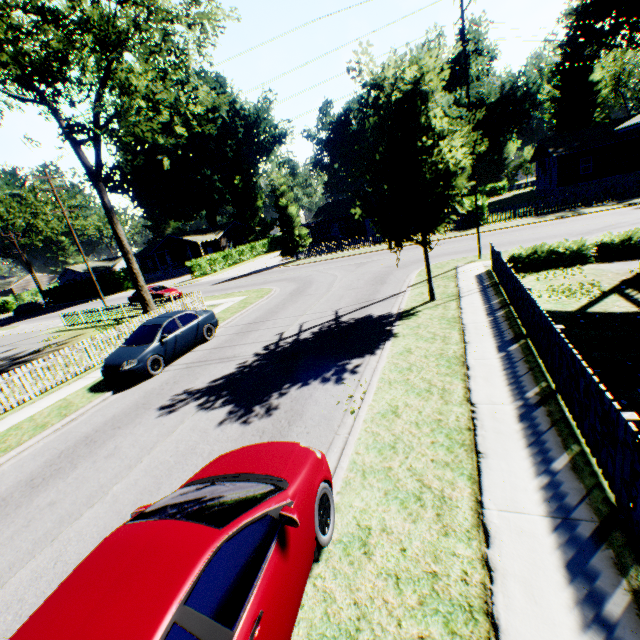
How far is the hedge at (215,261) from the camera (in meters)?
41.31

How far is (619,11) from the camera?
43.62m

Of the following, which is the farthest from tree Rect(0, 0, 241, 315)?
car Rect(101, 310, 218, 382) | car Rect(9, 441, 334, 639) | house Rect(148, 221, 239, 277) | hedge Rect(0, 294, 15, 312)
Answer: hedge Rect(0, 294, 15, 312)

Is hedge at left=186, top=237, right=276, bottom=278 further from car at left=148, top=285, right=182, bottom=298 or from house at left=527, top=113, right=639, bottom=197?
house at left=527, top=113, right=639, bottom=197

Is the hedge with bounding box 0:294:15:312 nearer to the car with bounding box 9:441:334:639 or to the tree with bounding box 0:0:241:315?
the tree with bounding box 0:0:241:315

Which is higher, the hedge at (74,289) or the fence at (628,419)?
the hedge at (74,289)

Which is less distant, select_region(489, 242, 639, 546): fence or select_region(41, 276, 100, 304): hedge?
select_region(489, 242, 639, 546): fence

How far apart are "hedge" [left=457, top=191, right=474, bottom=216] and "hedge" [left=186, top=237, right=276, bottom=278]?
31.1 meters
